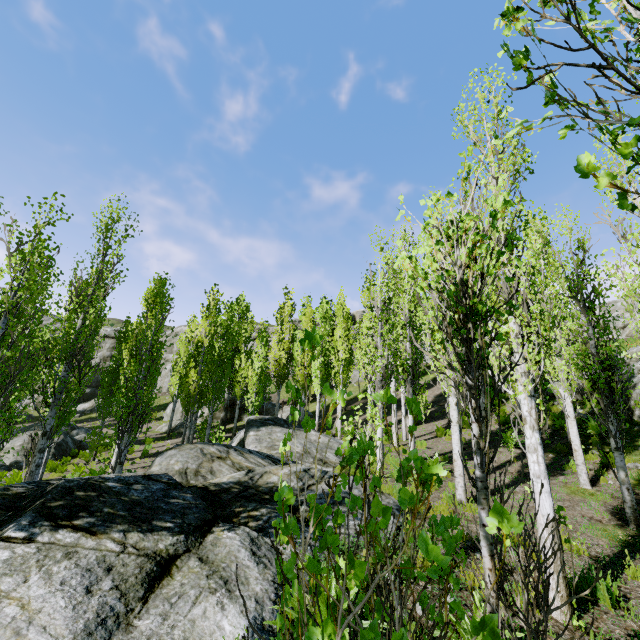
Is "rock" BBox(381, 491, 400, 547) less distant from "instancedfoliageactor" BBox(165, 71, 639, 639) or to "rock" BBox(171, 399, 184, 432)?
"instancedfoliageactor" BBox(165, 71, 639, 639)

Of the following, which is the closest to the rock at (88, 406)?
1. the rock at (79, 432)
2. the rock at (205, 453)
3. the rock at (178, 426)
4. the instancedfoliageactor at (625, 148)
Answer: the instancedfoliageactor at (625, 148)

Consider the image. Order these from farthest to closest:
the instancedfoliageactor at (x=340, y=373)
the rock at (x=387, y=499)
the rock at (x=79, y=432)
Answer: the rock at (x=79, y=432), the rock at (x=387, y=499), the instancedfoliageactor at (x=340, y=373)

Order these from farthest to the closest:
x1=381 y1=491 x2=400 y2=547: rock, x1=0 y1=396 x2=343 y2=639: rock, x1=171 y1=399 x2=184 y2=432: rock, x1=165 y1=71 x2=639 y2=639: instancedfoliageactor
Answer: x1=171 y1=399 x2=184 y2=432: rock < x1=381 y1=491 x2=400 y2=547: rock < x1=0 y1=396 x2=343 y2=639: rock < x1=165 y1=71 x2=639 y2=639: instancedfoliageactor

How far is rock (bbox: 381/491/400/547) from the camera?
5.5m

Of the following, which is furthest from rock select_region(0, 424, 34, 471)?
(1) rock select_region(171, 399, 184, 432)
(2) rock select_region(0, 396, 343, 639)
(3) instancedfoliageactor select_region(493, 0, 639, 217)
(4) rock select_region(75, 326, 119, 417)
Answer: (4) rock select_region(75, 326, 119, 417)

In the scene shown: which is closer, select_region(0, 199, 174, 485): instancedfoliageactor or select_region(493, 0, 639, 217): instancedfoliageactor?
select_region(493, 0, 639, 217): instancedfoliageactor

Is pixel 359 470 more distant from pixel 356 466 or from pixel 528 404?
pixel 528 404
